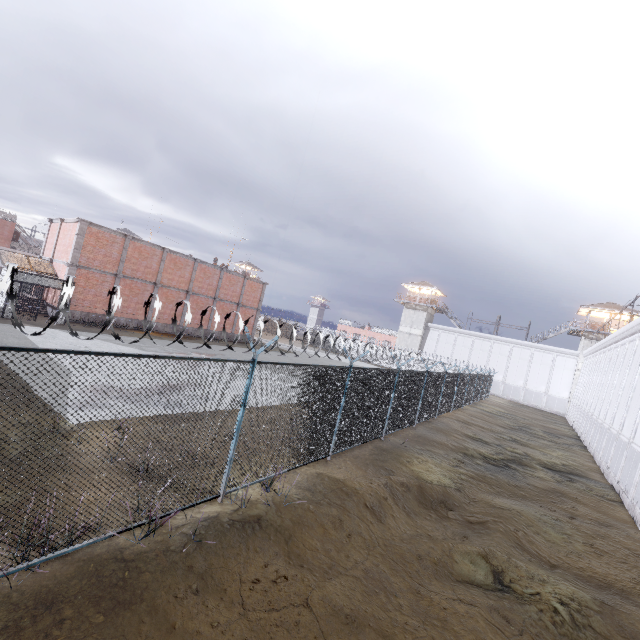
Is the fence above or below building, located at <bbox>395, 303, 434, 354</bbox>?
below

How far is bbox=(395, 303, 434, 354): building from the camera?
52.16m

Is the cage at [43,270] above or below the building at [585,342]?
below

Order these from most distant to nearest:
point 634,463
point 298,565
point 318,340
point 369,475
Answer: point 318,340, point 634,463, point 369,475, point 298,565

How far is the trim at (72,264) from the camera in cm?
2203

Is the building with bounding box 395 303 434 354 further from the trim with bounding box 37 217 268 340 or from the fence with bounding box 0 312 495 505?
the trim with bounding box 37 217 268 340

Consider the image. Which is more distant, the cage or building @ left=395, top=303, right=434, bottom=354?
building @ left=395, top=303, right=434, bottom=354

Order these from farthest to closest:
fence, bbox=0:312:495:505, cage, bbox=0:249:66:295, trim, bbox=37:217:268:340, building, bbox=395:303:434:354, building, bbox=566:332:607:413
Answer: building, bbox=395:303:434:354 → building, bbox=566:332:607:413 → trim, bbox=37:217:268:340 → cage, bbox=0:249:66:295 → fence, bbox=0:312:495:505
